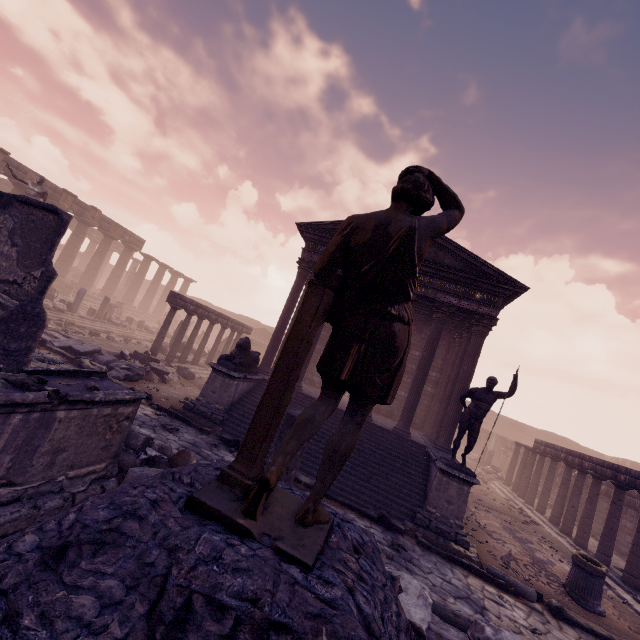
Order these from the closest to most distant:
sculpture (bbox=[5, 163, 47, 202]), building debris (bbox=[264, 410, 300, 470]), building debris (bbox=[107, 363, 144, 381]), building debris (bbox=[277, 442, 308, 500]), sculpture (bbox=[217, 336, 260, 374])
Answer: building debris (bbox=[277, 442, 308, 500]) < building debris (bbox=[264, 410, 300, 470]) < sculpture (bbox=[217, 336, 260, 374]) < building debris (bbox=[107, 363, 144, 381]) < sculpture (bbox=[5, 163, 47, 202])

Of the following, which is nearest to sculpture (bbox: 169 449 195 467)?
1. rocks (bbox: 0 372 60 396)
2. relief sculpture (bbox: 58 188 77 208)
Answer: rocks (bbox: 0 372 60 396)

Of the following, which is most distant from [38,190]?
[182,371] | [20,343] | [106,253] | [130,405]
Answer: [130,405]

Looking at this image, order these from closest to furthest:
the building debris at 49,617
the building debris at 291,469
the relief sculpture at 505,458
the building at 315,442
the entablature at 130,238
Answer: the building debris at 49,617, the building debris at 291,469, the building at 315,442, the relief sculpture at 505,458, the entablature at 130,238

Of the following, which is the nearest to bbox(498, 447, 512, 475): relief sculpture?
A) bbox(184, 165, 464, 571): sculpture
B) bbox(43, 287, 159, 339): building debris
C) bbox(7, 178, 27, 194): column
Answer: bbox(43, 287, 159, 339): building debris

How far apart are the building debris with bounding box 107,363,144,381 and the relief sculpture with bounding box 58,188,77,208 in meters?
19.0

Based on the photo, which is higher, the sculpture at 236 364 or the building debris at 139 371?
the sculpture at 236 364

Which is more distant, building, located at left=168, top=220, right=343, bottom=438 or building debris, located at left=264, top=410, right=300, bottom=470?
building, located at left=168, top=220, right=343, bottom=438
